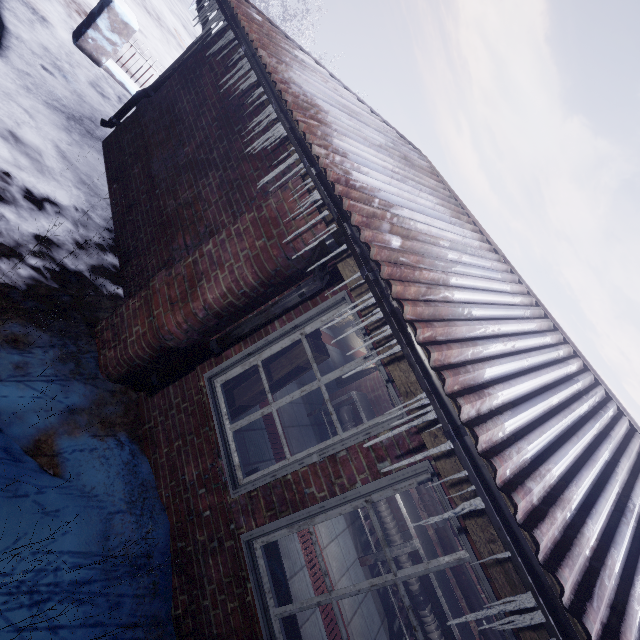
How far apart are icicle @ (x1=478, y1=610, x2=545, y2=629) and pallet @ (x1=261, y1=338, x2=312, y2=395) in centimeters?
149cm

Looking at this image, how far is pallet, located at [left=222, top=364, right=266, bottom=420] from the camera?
2.5m

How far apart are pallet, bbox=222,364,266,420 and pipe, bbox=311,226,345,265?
0.2m

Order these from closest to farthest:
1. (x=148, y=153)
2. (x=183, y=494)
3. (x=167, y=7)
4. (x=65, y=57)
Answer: (x=183, y=494) → (x=148, y=153) → (x=65, y=57) → (x=167, y=7)

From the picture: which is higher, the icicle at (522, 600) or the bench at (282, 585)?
the icicle at (522, 600)

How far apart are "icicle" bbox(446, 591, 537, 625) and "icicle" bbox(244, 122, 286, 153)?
2.7m

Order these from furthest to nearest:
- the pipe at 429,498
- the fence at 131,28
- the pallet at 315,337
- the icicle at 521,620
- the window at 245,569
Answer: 1. the fence at 131,28
2. the pipe at 429,498
3. the pallet at 315,337
4. the window at 245,569
5. the icicle at 521,620
